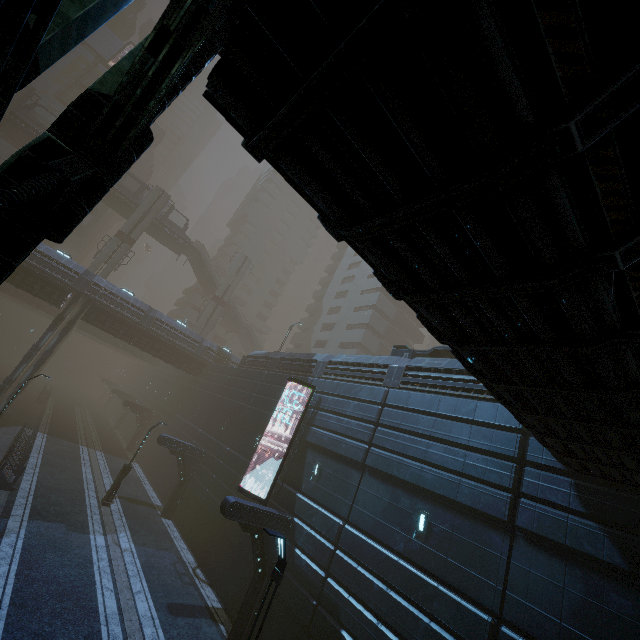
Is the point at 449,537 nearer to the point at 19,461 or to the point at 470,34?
the point at 470,34

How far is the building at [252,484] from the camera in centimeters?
1805cm

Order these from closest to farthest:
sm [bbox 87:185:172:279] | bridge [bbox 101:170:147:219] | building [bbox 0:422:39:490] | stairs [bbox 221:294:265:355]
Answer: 1. building [bbox 0:422:39:490]
2. sm [bbox 87:185:172:279]
3. bridge [bbox 101:170:147:219]
4. stairs [bbox 221:294:265:355]

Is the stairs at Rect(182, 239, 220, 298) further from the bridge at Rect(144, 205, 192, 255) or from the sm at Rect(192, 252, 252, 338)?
the sm at Rect(192, 252, 252, 338)

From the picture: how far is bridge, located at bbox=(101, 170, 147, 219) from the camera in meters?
41.7 m

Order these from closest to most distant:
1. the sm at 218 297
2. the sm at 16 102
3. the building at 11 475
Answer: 1. the building at 11 475
2. the sm at 16 102
3. the sm at 218 297

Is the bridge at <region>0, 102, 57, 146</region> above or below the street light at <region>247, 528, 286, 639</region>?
above

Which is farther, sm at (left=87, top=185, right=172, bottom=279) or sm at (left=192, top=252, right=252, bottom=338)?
sm at (left=192, top=252, right=252, bottom=338)
